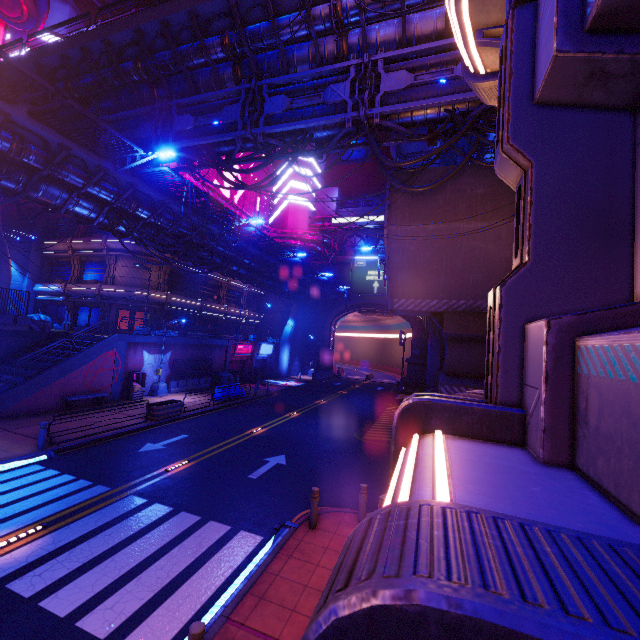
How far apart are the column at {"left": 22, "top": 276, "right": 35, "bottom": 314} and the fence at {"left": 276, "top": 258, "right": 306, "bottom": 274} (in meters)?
25.83

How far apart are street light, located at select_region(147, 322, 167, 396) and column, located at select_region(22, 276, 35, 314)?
19.2m

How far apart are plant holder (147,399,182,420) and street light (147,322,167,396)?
5.1 meters

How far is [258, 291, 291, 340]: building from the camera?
50.6 meters

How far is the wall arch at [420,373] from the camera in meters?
43.8 m

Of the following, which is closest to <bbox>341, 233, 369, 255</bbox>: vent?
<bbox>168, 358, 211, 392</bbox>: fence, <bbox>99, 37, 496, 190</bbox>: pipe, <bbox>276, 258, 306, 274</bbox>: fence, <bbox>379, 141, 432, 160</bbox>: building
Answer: <bbox>99, 37, 496, 190</bbox>: pipe

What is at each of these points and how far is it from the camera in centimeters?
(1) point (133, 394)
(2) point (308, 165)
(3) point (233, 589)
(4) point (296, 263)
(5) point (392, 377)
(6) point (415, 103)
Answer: (1) atm, 2280cm
(2) building, 5322cm
(3) floor crosswalk, 668cm
(4) fence, 3014cm
(5) tunnel, 5950cm
(6) pipe, 1159cm

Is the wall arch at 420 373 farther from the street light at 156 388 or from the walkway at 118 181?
the street light at 156 388
